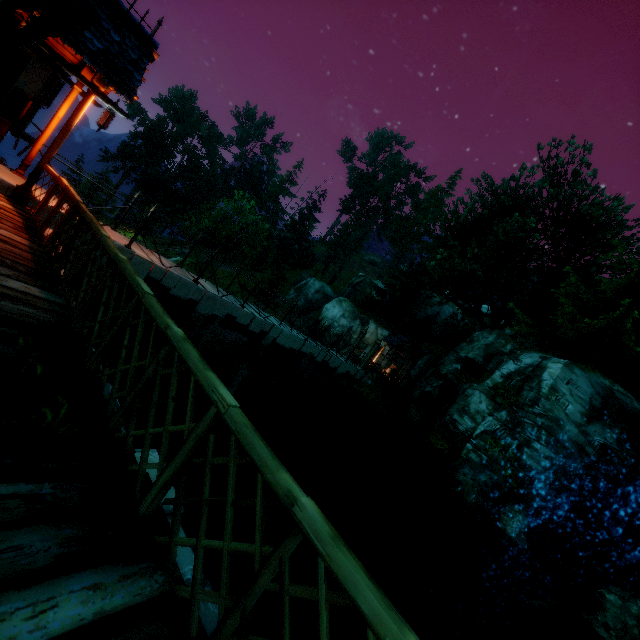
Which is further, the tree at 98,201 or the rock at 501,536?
the tree at 98,201

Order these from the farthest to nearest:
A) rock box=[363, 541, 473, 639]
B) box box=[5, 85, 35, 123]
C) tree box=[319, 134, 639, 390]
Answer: tree box=[319, 134, 639, 390] → rock box=[363, 541, 473, 639] → box box=[5, 85, 35, 123]

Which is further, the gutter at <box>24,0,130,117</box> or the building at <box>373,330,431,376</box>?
the building at <box>373,330,431,376</box>

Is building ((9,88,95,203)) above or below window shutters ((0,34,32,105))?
below

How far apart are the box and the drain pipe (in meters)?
3.74

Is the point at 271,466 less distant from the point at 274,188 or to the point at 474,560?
the point at 474,560

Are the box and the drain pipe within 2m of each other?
no

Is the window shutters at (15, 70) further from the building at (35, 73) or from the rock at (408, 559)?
the rock at (408, 559)
